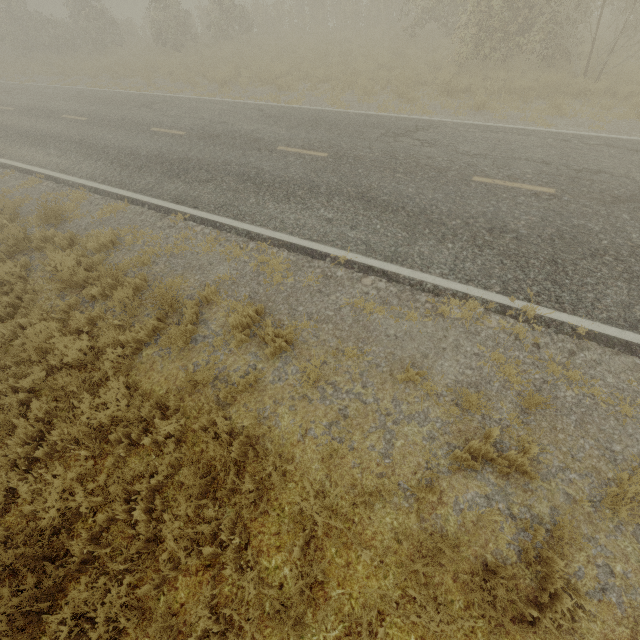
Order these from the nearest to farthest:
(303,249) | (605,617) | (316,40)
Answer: (605,617)
(303,249)
(316,40)
